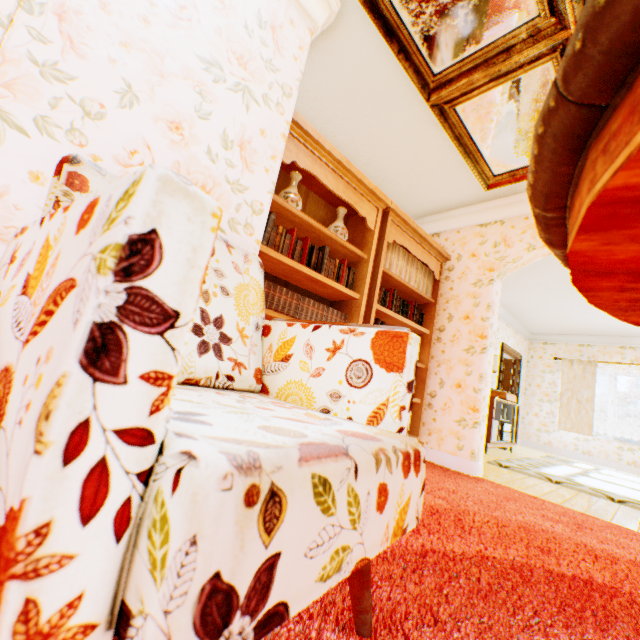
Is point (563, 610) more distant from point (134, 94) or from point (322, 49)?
point (322, 49)

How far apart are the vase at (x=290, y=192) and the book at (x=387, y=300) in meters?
1.2

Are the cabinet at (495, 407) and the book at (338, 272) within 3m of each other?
no

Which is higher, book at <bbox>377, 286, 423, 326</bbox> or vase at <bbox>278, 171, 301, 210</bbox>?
vase at <bbox>278, 171, 301, 210</bbox>

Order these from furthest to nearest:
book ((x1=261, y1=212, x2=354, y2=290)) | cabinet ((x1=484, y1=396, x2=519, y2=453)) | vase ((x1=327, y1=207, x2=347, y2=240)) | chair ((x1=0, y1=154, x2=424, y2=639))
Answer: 1. cabinet ((x1=484, y1=396, x2=519, y2=453))
2. vase ((x1=327, y1=207, x2=347, y2=240))
3. book ((x1=261, y1=212, x2=354, y2=290))
4. chair ((x1=0, y1=154, x2=424, y2=639))

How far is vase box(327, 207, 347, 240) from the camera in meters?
3.0 m

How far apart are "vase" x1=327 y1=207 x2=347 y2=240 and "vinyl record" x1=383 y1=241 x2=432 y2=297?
0.4 meters

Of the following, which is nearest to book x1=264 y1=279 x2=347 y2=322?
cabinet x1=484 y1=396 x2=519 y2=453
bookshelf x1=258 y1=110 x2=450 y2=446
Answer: bookshelf x1=258 y1=110 x2=450 y2=446
